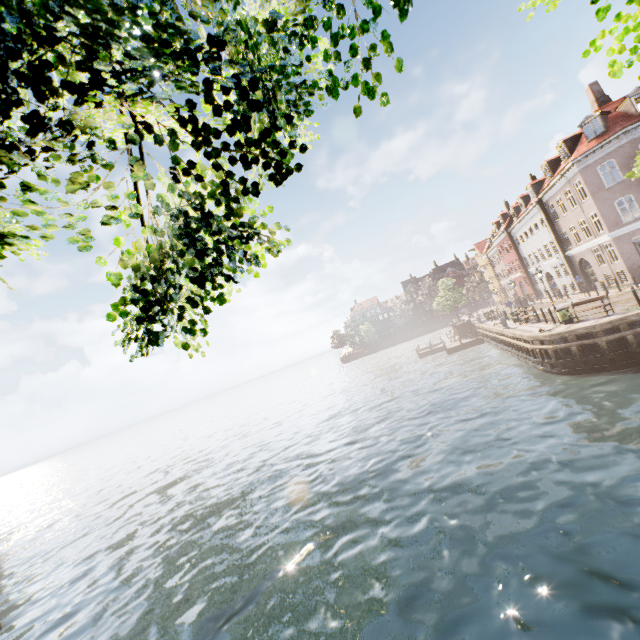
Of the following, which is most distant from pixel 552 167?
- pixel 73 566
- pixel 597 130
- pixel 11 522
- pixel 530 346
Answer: pixel 11 522

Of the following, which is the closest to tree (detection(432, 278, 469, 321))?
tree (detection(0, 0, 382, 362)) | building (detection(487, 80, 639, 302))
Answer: building (detection(487, 80, 639, 302))

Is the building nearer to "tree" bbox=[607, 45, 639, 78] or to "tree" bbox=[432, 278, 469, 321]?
"tree" bbox=[607, 45, 639, 78]

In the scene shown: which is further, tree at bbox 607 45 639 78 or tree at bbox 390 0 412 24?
tree at bbox 607 45 639 78

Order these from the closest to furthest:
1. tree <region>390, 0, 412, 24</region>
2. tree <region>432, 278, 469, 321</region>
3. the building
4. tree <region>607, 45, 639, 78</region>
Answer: tree <region>390, 0, 412, 24</region> < tree <region>607, 45, 639, 78</region> < the building < tree <region>432, 278, 469, 321</region>

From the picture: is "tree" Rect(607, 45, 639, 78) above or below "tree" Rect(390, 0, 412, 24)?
below

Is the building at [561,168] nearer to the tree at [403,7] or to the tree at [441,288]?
the tree at [403,7]

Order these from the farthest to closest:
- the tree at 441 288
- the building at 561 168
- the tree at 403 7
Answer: the tree at 441 288 → the building at 561 168 → the tree at 403 7
